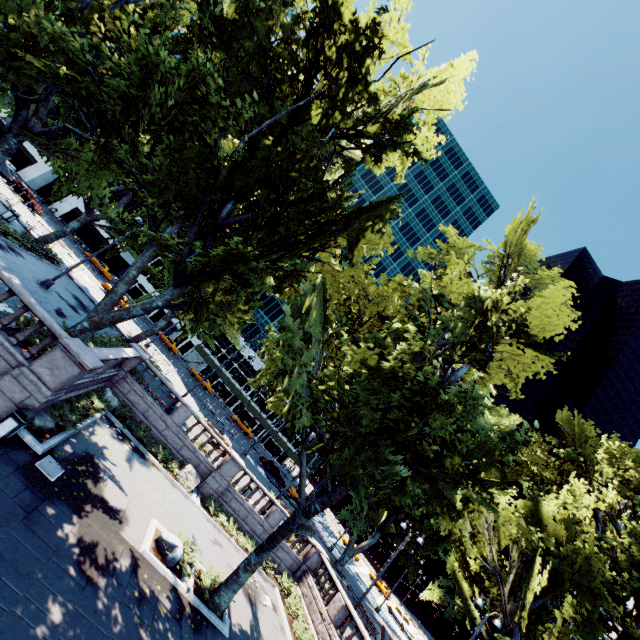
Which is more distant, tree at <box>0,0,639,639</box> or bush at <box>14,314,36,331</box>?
bush at <box>14,314,36,331</box>

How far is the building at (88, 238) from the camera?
57.8m

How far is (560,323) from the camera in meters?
14.0

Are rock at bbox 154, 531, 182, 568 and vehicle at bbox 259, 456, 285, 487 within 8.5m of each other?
no

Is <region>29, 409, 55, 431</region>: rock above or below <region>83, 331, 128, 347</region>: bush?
below

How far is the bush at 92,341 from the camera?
18.6 meters

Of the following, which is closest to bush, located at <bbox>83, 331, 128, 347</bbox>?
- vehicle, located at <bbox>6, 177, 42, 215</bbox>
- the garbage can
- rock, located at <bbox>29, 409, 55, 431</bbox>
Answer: rock, located at <bbox>29, 409, 55, 431</bbox>

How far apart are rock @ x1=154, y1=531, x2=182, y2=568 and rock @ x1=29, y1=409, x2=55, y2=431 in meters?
6.1
